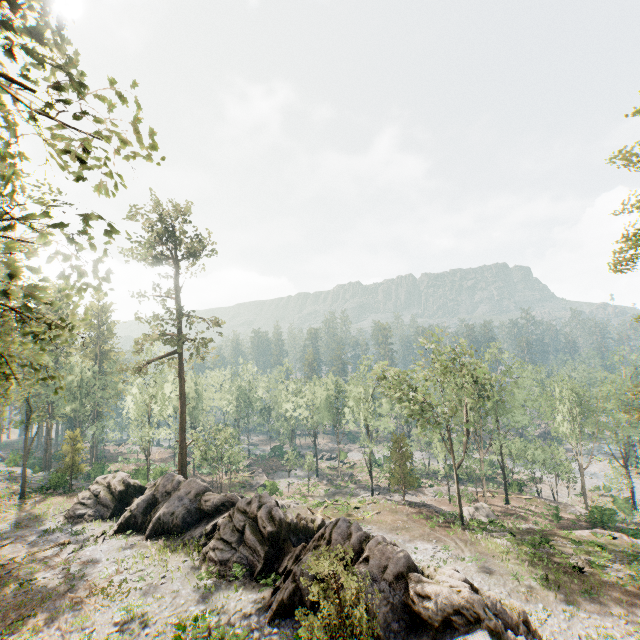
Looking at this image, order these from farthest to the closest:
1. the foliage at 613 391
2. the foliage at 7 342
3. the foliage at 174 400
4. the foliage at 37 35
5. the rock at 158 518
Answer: the foliage at 174 400, the foliage at 613 391, the rock at 158 518, the foliage at 7 342, the foliage at 37 35

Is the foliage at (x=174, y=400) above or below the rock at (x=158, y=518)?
above

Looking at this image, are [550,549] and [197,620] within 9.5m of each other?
no

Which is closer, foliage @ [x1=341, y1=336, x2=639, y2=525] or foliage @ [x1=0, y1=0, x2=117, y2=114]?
foliage @ [x1=0, y1=0, x2=117, y2=114]

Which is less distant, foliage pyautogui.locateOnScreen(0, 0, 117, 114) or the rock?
foliage pyautogui.locateOnScreen(0, 0, 117, 114)

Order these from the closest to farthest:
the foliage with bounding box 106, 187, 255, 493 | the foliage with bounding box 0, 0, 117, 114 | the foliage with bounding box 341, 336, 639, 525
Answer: the foliage with bounding box 0, 0, 117, 114 → the foliage with bounding box 341, 336, 639, 525 → the foliage with bounding box 106, 187, 255, 493

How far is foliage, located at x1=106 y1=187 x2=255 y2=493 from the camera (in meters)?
34.34
